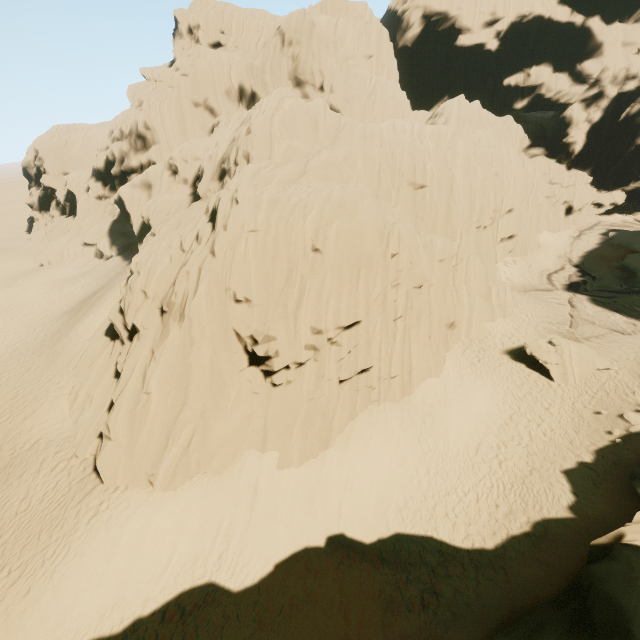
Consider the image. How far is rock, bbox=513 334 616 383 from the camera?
19.2 meters

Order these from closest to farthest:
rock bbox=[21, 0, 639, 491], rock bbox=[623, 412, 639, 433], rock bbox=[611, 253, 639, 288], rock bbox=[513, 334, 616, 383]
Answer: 1. rock bbox=[21, 0, 639, 491]
2. rock bbox=[623, 412, 639, 433]
3. rock bbox=[513, 334, 616, 383]
4. rock bbox=[611, 253, 639, 288]

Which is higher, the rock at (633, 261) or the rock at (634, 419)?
the rock at (633, 261)

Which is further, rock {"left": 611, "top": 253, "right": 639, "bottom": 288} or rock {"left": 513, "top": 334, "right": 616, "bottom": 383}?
rock {"left": 611, "top": 253, "right": 639, "bottom": 288}

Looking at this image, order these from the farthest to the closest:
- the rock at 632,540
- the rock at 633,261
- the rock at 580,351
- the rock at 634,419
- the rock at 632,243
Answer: the rock at 632,243, the rock at 633,261, the rock at 580,351, the rock at 634,419, the rock at 632,540

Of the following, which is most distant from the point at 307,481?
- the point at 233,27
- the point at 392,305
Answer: the point at 233,27
